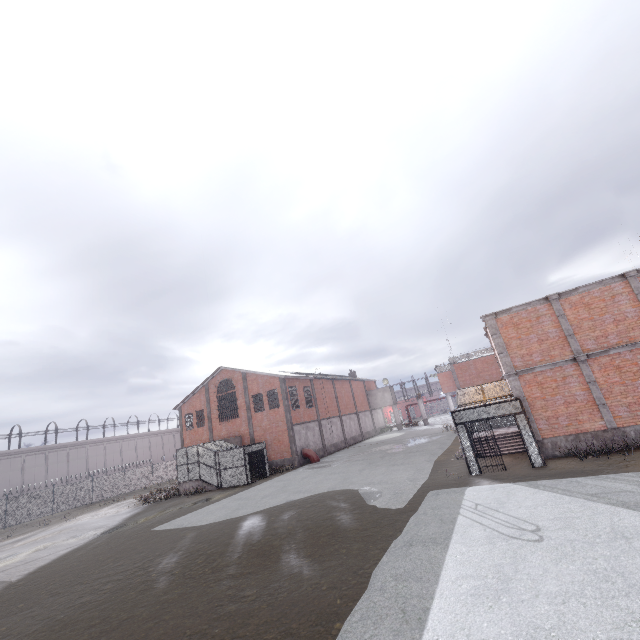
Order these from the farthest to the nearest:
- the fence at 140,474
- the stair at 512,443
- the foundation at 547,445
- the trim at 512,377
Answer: the fence at 140,474, the stair at 512,443, the trim at 512,377, the foundation at 547,445

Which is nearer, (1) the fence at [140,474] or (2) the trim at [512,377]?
(2) the trim at [512,377]

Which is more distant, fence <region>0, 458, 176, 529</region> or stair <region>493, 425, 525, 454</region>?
fence <region>0, 458, 176, 529</region>

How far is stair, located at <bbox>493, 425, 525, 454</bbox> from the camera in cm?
1727

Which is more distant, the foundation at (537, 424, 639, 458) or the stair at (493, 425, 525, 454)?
the stair at (493, 425, 525, 454)

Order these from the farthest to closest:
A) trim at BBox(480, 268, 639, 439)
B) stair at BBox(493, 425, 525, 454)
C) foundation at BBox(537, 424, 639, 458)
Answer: stair at BBox(493, 425, 525, 454)
trim at BBox(480, 268, 639, 439)
foundation at BBox(537, 424, 639, 458)

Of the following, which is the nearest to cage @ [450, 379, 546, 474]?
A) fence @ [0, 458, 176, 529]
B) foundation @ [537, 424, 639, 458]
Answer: foundation @ [537, 424, 639, 458]

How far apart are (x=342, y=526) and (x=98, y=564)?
11.1m
